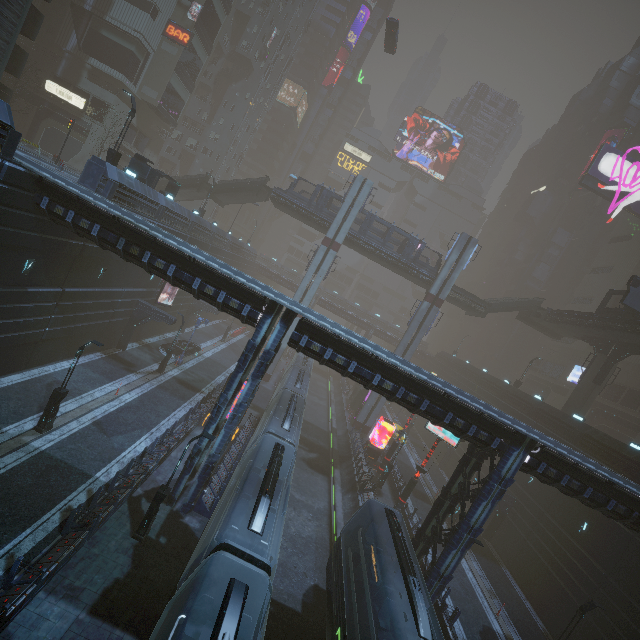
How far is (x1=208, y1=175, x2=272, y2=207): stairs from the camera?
39.0m

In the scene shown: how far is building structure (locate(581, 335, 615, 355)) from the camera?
33.3m

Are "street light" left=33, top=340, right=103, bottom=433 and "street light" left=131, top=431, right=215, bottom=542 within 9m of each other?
yes

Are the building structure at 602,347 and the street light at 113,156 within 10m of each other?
no

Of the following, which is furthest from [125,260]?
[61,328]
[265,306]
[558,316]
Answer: [558,316]

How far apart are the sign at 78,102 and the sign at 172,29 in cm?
1278

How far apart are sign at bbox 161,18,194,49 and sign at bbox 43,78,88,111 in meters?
12.8 m

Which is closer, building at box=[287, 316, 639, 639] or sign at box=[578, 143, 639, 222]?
building at box=[287, 316, 639, 639]
